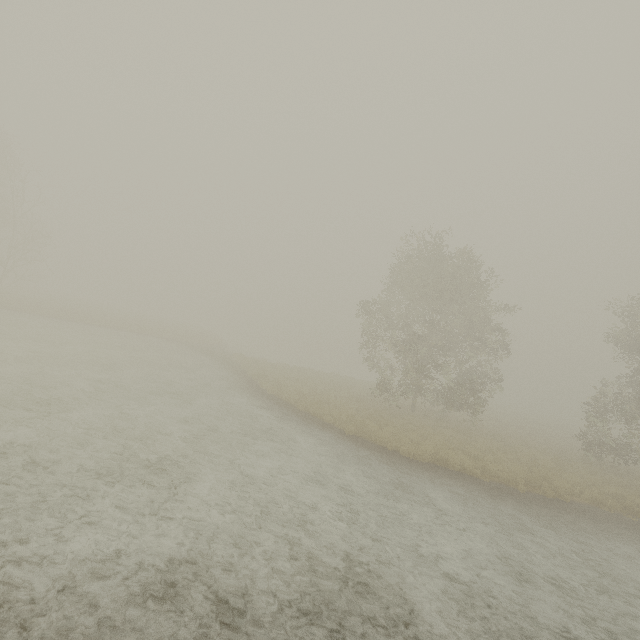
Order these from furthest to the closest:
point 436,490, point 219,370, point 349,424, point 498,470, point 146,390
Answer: point 219,370, point 349,424, point 498,470, point 146,390, point 436,490
